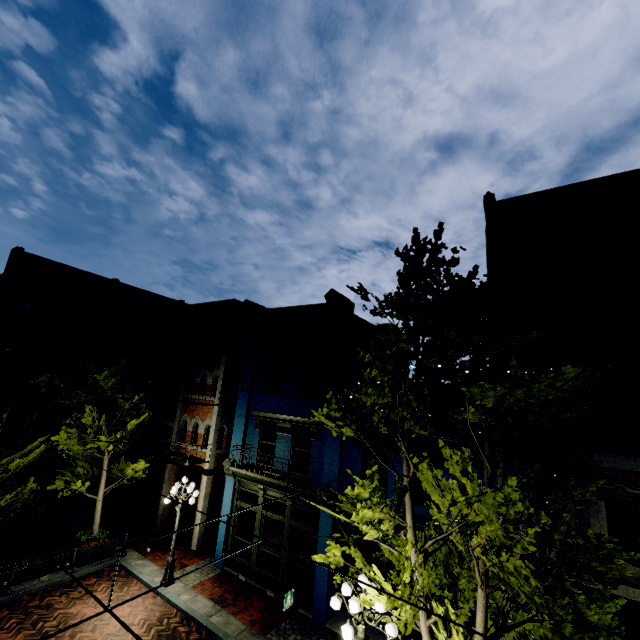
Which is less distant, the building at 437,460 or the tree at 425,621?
the tree at 425,621

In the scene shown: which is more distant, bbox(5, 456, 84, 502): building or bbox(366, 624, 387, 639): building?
bbox(5, 456, 84, 502): building

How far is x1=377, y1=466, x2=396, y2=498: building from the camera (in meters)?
10.61

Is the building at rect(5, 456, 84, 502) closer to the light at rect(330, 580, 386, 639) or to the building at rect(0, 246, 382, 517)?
the building at rect(0, 246, 382, 517)

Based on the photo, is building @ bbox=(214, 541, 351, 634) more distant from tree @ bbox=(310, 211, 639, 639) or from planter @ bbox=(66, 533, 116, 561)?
planter @ bbox=(66, 533, 116, 561)

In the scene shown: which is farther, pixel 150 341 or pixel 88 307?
pixel 150 341

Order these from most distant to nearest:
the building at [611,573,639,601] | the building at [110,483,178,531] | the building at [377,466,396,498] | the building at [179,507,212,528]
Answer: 1. the building at [110,483,178,531]
2. the building at [179,507,212,528]
3. the building at [377,466,396,498]
4. the building at [611,573,639,601]

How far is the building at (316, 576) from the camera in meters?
10.7
